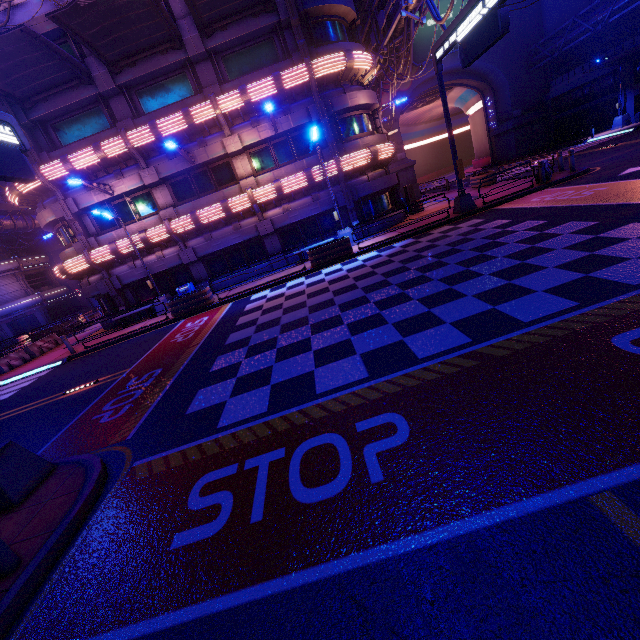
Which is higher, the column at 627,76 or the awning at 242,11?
the awning at 242,11

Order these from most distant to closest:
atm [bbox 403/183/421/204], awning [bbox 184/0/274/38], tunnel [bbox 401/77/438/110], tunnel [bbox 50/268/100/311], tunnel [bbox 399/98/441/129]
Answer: tunnel [bbox 399/98/441/129]
tunnel [bbox 50/268/100/311]
tunnel [bbox 401/77/438/110]
atm [bbox 403/183/421/204]
awning [bbox 184/0/274/38]

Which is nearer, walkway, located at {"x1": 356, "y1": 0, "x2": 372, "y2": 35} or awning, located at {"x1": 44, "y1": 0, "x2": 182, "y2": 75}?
awning, located at {"x1": 44, "y1": 0, "x2": 182, "y2": 75}

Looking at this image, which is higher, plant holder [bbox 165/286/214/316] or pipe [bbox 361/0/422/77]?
pipe [bbox 361/0/422/77]

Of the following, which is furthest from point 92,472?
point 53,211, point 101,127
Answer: point 101,127

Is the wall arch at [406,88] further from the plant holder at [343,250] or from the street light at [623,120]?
the plant holder at [343,250]

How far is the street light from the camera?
28.6m

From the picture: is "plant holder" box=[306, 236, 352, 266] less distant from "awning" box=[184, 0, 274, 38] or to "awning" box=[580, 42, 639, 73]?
"awning" box=[184, 0, 274, 38]
